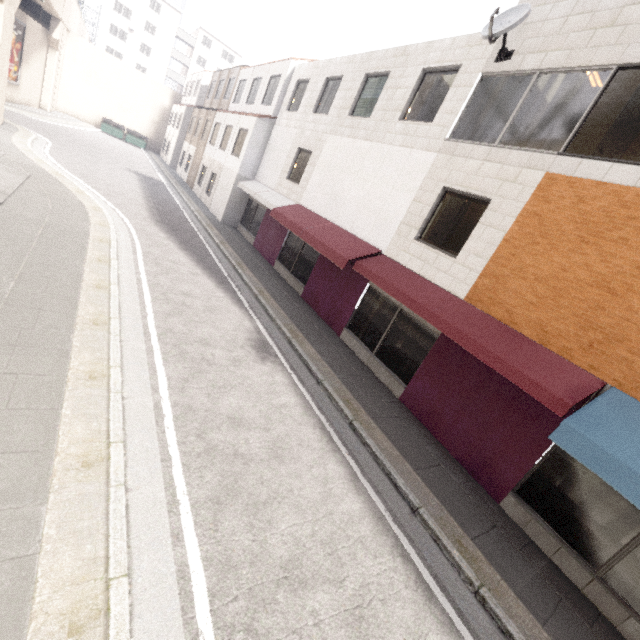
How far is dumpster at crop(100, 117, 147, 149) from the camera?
34.0 meters

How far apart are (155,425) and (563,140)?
9.1 meters

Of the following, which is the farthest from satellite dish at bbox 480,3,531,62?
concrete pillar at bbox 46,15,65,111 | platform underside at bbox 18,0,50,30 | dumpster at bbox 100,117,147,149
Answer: dumpster at bbox 100,117,147,149

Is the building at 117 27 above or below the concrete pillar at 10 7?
above

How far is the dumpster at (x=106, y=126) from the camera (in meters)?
34.00

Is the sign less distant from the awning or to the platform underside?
the platform underside

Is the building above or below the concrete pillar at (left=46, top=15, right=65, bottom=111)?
above

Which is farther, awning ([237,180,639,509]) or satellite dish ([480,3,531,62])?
satellite dish ([480,3,531,62])
